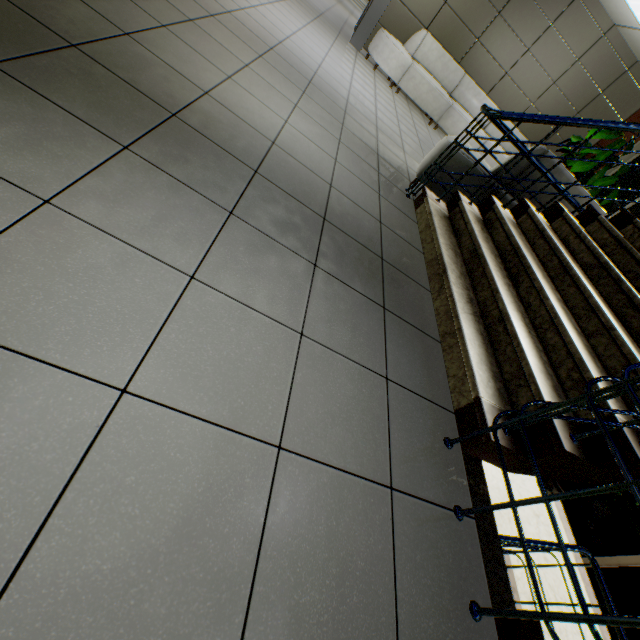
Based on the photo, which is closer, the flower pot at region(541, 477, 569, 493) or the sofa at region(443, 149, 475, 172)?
the sofa at region(443, 149, 475, 172)

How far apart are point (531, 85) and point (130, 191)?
9.57m

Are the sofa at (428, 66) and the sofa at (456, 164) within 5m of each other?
yes

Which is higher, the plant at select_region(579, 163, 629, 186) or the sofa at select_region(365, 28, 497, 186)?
the plant at select_region(579, 163, 629, 186)

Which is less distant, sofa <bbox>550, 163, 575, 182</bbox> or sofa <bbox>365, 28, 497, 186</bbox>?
sofa <bbox>550, 163, 575, 182</bbox>

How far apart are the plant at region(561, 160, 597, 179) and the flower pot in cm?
550

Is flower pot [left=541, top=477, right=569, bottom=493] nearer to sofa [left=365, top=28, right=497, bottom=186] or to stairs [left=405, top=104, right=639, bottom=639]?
stairs [left=405, top=104, right=639, bottom=639]

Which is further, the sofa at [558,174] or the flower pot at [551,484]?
the flower pot at [551,484]
